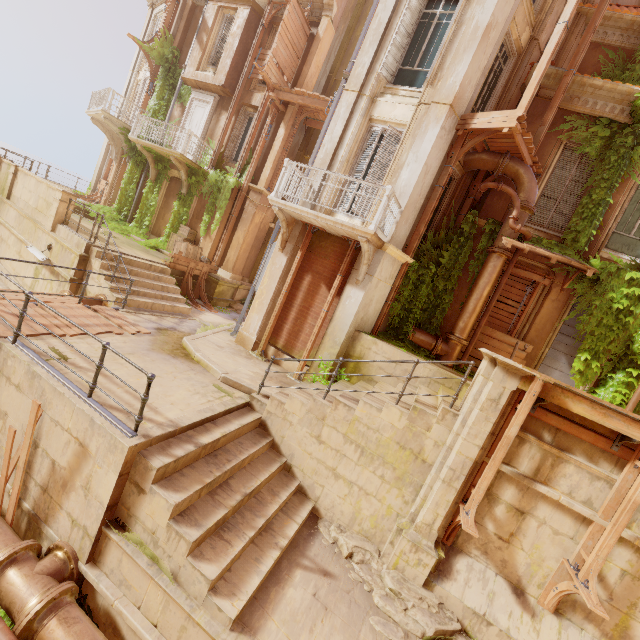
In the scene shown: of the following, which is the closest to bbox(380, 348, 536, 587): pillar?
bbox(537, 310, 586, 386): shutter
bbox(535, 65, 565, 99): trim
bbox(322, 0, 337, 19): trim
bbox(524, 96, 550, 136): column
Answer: bbox(524, 96, 550, 136): column

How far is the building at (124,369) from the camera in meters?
6.0 m

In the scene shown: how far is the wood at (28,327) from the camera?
6.1m

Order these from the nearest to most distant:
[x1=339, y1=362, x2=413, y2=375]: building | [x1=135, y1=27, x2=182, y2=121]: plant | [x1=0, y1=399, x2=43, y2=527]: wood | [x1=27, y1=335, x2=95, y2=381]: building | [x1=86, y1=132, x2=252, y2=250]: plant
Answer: [x1=0, y1=399, x2=43, y2=527]: wood
[x1=27, y1=335, x2=95, y2=381]: building
[x1=339, y1=362, x2=413, y2=375]: building
[x1=86, y1=132, x2=252, y2=250]: plant
[x1=135, y1=27, x2=182, y2=121]: plant

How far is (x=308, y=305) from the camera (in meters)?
9.88

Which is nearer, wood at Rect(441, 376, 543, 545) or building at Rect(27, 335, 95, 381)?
wood at Rect(441, 376, 543, 545)

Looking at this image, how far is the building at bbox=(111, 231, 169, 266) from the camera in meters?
12.0 m

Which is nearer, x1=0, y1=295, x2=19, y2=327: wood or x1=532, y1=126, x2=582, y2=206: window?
x1=0, y1=295, x2=19, y2=327: wood
